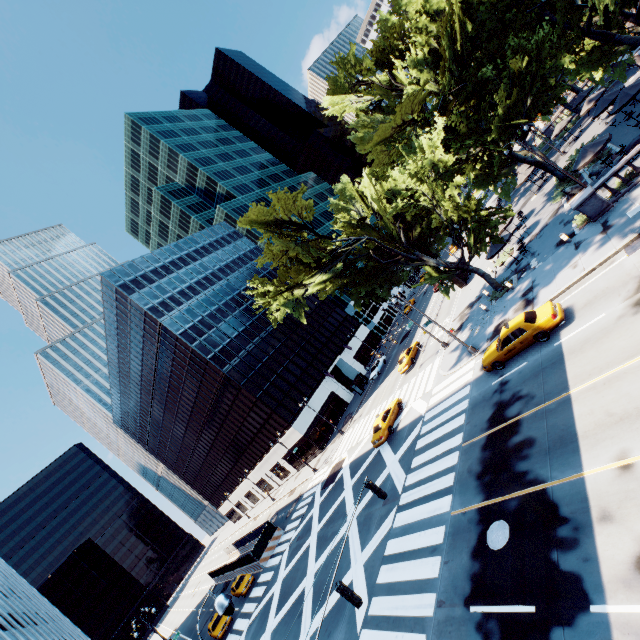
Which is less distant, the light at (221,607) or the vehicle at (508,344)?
the light at (221,607)

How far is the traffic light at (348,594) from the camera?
9.55m

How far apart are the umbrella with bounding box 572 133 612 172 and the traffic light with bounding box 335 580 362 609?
29.3m

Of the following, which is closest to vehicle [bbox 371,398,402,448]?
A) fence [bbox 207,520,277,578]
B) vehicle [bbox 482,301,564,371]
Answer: vehicle [bbox 482,301,564,371]

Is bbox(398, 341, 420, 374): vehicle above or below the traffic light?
below

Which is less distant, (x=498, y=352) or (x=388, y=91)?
(x=498, y=352)

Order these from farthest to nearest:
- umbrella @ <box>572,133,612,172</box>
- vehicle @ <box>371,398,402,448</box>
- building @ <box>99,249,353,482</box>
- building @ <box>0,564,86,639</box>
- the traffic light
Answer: building @ <box>99,249,353,482</box> → building @ <box>0,564,86,639</box> → vehicle @ <box>371,398,402,448</box> → umbrella @ <box>572,133,612,172</box> → the traffic light

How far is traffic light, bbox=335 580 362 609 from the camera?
9.5m
